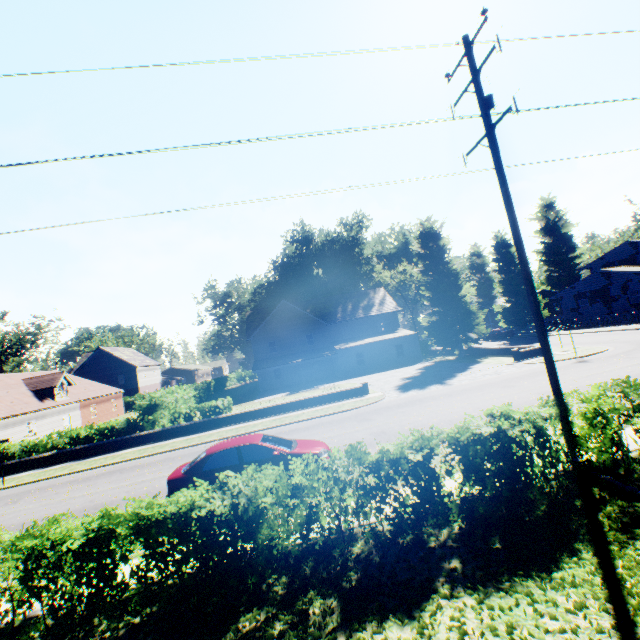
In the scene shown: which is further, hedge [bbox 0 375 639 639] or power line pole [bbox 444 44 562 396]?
power line pole [bbox 444 44 562 396]

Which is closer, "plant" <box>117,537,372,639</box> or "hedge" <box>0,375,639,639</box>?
"plant" <box>117,537,372,639</box>

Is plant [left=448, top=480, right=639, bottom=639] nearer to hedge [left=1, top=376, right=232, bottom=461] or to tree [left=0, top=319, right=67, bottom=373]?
tree [left=0, top=319, right=67, bottom=373]

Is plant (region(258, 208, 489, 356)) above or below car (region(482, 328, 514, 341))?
above

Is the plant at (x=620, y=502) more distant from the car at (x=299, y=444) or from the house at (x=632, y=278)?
the car at (x=299, y=444)

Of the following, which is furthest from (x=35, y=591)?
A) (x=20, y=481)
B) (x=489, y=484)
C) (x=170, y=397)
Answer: (x=170, y=397)

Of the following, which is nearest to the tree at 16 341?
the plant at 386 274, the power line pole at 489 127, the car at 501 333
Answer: the plant at 386 274

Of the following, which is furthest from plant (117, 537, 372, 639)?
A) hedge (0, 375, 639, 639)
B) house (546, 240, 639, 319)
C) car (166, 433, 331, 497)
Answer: car (166, 433, 331, 497)
